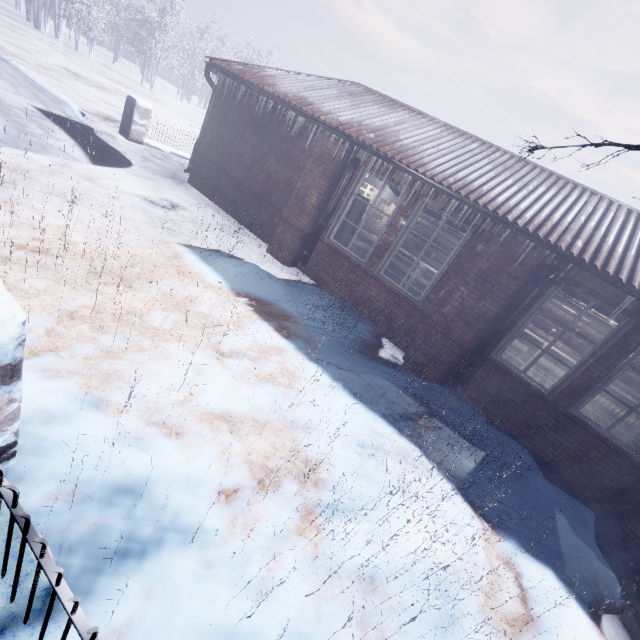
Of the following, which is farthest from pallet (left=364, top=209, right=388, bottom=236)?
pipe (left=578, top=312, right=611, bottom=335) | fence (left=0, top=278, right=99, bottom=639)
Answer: fence (left=0, top=278, right=99, bottom=639)

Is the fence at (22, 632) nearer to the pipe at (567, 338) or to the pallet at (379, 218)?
the pipe at (567, 338)

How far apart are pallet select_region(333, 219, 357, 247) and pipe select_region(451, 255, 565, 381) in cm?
276

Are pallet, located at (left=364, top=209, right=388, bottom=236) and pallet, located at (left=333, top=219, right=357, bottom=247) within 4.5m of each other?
no

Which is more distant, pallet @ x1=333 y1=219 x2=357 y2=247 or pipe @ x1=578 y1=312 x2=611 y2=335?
pipe @ x1=578 y1=312 x2=611 y2=335

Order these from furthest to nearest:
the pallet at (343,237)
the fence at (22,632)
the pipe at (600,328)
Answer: the pipe at (600,328), the pallet at (343,237), the fence at (22,632)

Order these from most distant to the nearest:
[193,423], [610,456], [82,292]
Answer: [610,456] < [82,292] < [193,423]

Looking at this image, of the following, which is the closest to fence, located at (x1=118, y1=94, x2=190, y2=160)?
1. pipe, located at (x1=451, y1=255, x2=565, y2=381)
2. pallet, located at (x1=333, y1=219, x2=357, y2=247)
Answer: pallet, located at (x1=333, y1=219, x2=357, y2=247)
